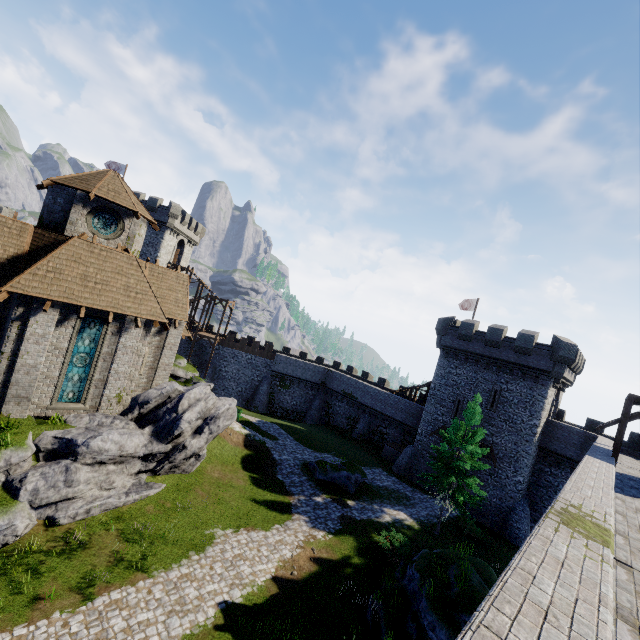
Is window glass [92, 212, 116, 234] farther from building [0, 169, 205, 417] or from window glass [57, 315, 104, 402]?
window glass [57, 315, 104, 402]

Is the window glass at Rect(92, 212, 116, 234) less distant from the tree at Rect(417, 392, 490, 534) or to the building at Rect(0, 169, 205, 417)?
the building at Rect(0, 169, 205, 417)

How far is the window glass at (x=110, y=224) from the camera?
19.2m

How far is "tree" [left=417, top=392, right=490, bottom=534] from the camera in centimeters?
2191cm

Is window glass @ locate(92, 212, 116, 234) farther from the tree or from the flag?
the flag

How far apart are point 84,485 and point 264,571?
9.6m

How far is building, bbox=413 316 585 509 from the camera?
27.2 meters

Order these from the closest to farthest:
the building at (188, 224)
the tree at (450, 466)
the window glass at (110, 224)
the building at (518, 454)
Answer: the building at (188, 224) → the window glass at (110, 224) → the tree at (450, 466) → the building at (518, 454)
